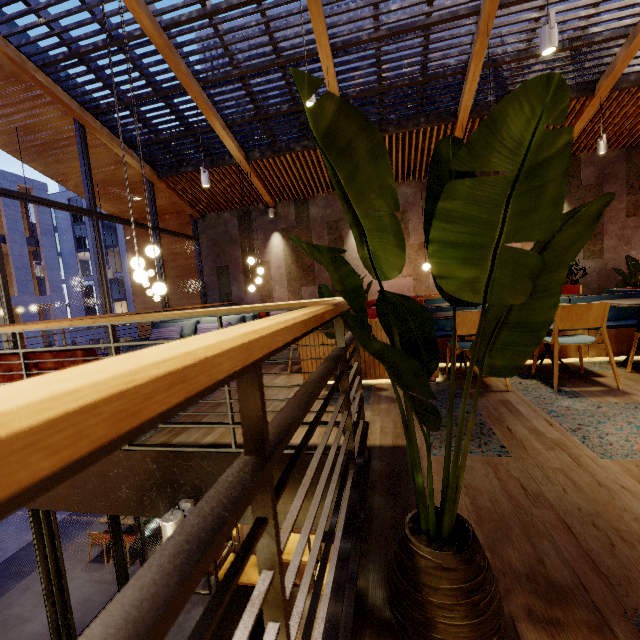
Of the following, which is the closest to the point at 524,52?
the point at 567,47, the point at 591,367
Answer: the point at 567,47

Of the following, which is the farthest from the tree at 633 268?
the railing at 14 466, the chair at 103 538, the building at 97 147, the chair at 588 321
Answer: the chair at 103 538

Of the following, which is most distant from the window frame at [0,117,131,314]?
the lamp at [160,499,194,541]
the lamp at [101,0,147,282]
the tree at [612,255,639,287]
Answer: the tree at [612,255,639,287]

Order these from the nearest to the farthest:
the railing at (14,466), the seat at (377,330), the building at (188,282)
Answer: the railing at (14,466) < the seat at (377,330) < the building at (188,282)

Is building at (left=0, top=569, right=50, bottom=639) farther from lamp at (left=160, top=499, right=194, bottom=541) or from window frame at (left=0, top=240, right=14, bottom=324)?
lamp at (left=160, top=499, right=194, bottom=541)

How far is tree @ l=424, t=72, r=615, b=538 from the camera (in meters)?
0.53

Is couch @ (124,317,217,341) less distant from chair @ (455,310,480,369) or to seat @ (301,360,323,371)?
seat @ (301,360,323,371)

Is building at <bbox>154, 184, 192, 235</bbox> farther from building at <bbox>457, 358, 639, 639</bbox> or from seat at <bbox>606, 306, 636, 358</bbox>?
seat at <bbox>606, 306, 636, 358</bbox>
